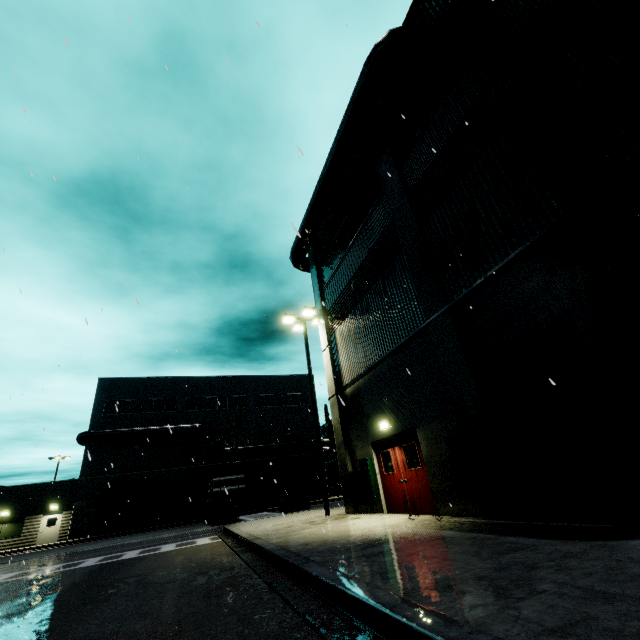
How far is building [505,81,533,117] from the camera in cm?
691

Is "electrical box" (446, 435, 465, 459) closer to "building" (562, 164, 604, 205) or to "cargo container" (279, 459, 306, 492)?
"building" (562, 164, 604, 205)

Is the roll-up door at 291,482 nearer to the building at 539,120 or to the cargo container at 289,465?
the building at 539,120

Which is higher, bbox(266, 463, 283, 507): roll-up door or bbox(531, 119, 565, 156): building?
bbox(531, 119, 565, 156): building

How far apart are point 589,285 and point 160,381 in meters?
39.9 m

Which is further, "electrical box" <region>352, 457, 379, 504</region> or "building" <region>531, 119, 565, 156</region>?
"electrical box" <region>352, 457, 379, 504</region>

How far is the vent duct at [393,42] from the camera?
10.40m
